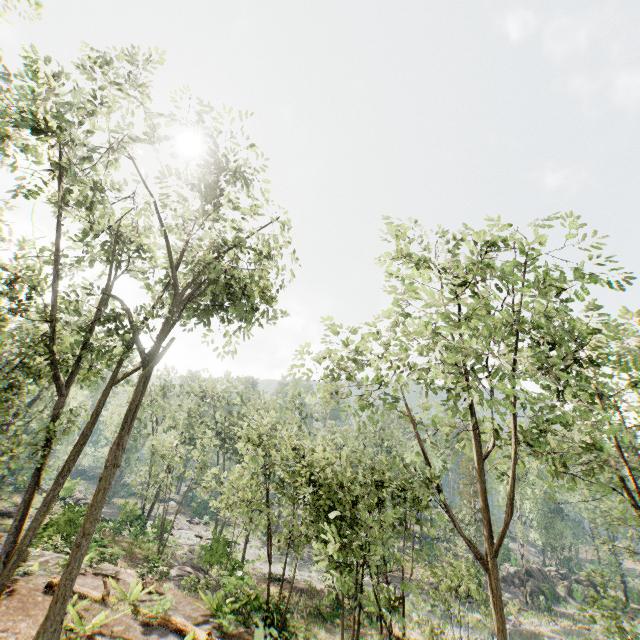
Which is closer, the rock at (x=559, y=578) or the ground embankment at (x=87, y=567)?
the ground embankment at (x=87, y=567)

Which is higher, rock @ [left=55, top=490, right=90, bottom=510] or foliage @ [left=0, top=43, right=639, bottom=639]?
foliage @ [left=0, top=43, right=639, bottom=639]

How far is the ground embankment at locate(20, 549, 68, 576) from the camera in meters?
12.0

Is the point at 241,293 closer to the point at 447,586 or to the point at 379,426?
the point at 447,586

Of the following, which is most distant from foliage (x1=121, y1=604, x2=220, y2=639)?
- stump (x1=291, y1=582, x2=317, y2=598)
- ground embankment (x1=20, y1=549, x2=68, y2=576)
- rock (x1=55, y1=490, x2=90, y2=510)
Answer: stump (x1=291, y1=582, x2=317, y2=598)

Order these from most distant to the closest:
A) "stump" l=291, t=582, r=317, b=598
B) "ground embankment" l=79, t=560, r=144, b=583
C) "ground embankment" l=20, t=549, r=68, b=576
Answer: "stump" l=291, t=582, r=317, b=598, "ground embankment" l=79, t=560, r=144, b=583, "ground embankment" l=20, t=549, r=68, b=576

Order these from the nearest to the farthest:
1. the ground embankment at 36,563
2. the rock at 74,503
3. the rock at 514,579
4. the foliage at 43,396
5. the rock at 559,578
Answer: the foliage at 43,396
the ground embankment at 36,563
the rock at 74,503
the rock at 559,578
the rock at 514,579

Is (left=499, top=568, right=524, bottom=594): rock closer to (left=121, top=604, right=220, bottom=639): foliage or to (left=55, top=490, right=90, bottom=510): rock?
(left=121, top=604, right=220, bottom=639): foliage
